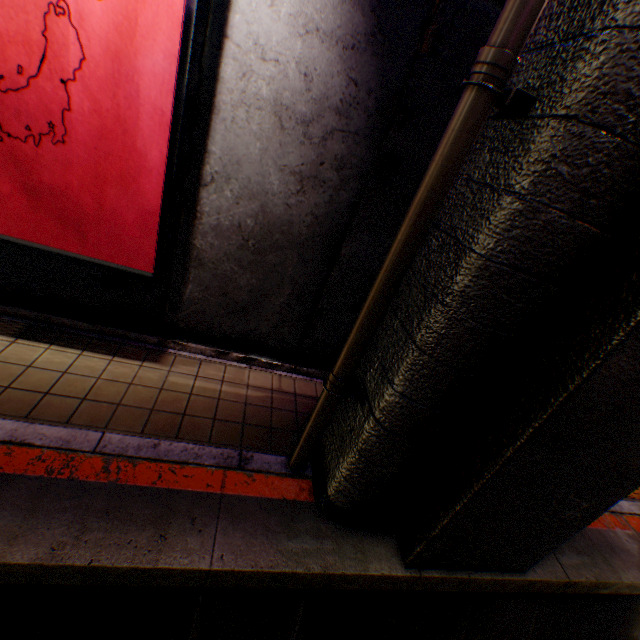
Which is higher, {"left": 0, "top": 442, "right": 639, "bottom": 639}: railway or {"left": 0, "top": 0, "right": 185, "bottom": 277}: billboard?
{"left": 0, "top": 0, "right": 185, "bottom": 277}: billboard

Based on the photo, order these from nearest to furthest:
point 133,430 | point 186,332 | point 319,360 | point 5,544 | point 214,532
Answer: point 5,544, point 214,532, point 133,430, point 186,332, point 319,360

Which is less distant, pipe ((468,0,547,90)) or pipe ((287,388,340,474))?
pipe ((468,0,547,90))

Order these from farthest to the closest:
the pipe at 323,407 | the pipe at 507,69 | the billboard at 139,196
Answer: the pipe at 323,407 < the billboard at 139,196 < the pipe at 507,69

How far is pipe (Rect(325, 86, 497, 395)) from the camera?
2.0m

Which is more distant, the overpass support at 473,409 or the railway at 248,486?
the railway at 248,486

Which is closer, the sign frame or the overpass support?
the overpass support
